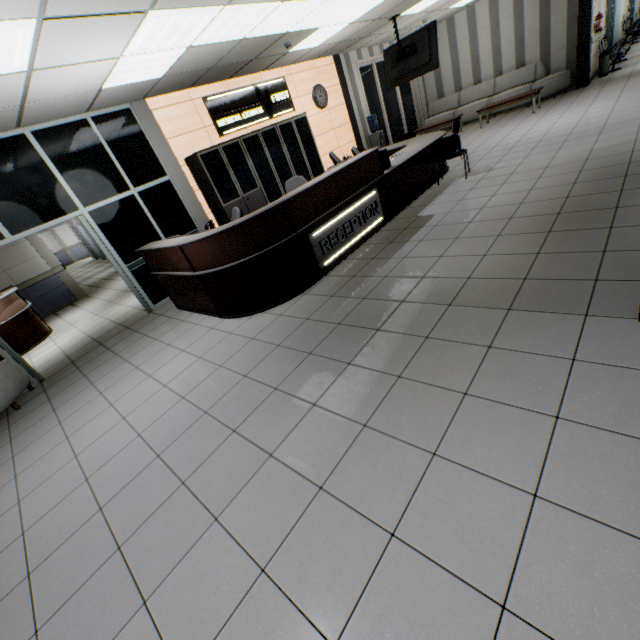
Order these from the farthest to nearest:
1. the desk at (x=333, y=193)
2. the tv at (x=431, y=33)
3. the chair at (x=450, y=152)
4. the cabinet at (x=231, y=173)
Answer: the tv at (x=431, y=33) → the cabinet at (x=231, y=173) → the chair at (x=450, y=152) → the desk at (x=333, y=193)

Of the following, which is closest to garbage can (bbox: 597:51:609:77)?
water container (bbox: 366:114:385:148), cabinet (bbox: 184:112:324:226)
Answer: water container (bbox: 366:114:385:148)

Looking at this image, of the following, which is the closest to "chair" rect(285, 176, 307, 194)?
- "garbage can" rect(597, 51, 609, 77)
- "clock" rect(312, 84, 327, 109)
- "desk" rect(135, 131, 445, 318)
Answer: "desk" rect(135, 131, 445, 318)

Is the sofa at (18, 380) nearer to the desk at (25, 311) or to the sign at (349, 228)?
the desk at (25, 311)

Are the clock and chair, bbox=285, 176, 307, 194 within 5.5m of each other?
yes

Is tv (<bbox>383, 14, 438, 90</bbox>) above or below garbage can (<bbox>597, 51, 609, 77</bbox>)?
above

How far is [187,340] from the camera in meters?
4.5 m

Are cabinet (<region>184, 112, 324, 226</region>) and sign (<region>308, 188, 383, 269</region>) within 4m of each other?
yes
